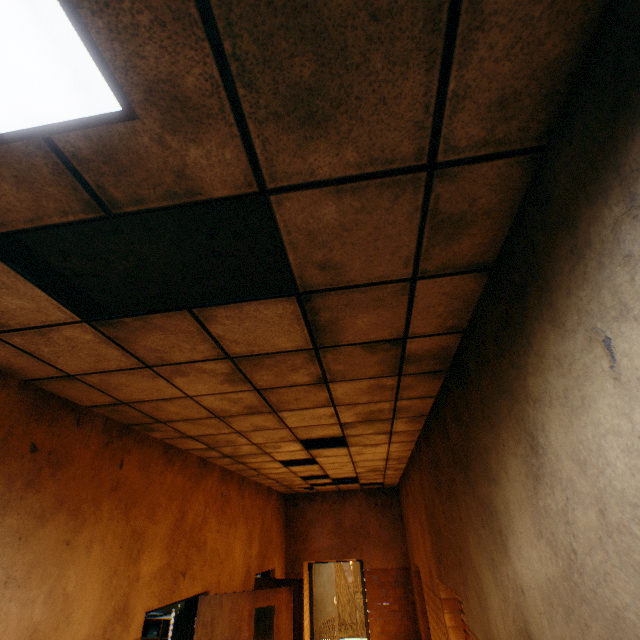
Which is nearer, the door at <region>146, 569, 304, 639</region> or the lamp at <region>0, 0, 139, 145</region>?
the lamp at <region>0, 0, 139, 145</region>

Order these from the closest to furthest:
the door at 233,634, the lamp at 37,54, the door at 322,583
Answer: the lamp at 37,54, the door at 233,634, the door at 322,583

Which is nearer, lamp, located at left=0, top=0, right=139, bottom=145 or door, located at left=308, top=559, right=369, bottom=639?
lamp, located at left=0, top=0, right=139, bottom=145

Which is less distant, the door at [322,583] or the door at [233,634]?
the door at [233,634]

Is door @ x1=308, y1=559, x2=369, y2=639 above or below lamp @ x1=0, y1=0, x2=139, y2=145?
below

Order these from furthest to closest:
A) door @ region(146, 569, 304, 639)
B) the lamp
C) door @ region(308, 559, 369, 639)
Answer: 1. door @ region(308, 559, 369, 639)
2. door @ region(146, 569, 304, 639)
3. the lamp

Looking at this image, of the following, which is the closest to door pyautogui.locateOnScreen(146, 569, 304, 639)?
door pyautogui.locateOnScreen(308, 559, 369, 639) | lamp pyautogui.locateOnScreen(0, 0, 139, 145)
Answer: lamp pyautogui.locateOnScreen(0, 0, 139, 145)

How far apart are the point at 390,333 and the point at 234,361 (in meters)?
1.23
